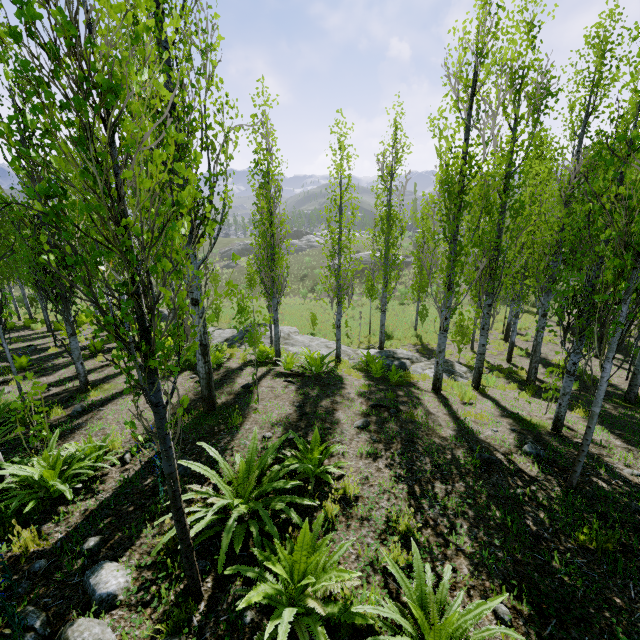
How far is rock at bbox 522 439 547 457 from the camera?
5.6m

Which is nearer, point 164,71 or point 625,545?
point 625,545

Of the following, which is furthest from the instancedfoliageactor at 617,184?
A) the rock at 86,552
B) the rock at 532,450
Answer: the rock at 532,450

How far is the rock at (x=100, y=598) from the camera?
2.94m

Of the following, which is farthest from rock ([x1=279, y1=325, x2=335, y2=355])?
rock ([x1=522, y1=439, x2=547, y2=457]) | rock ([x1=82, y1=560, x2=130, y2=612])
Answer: rock ([x1=82, y1=560, x2=130, y2=612])

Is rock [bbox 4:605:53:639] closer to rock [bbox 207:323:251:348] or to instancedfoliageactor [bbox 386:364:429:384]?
instancedfoliageactor [bbox 386:364:429:384]

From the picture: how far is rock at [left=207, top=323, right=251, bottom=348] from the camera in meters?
14.3
